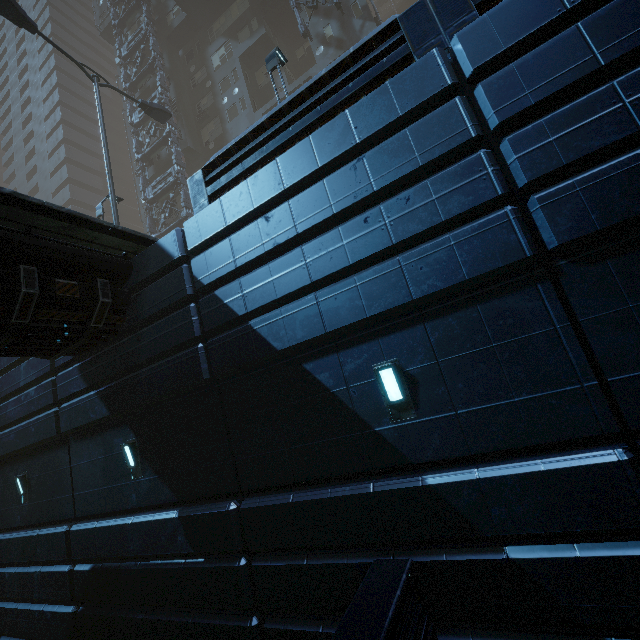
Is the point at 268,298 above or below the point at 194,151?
below

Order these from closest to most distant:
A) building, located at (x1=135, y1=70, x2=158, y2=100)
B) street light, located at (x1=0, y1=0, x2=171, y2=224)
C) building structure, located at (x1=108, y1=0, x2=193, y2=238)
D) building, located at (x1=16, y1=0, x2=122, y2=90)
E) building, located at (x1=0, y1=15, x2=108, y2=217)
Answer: street light, located at (x1=0, y1=0, x2=171, y2=224), building structure, located at (x1=108, y1=0, x2=193, y2=238), building, located at (x1=135, y1=70, x2=158, y2=100), building, located at (x1=16, y1=0, x2=122, y2=90), building, located at (x1=0, y1=15, x2=108, y2=217)

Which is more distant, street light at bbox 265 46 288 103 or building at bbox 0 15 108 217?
building at bbox 0 15 108 217

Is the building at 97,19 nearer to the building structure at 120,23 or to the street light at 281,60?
the building structure at 120,23

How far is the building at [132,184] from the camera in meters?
32.6

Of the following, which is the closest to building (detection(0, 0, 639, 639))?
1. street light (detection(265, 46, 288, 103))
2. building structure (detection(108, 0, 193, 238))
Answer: building structure (detection(108, 0, 193, 238))

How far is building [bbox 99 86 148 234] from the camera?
32.6m
